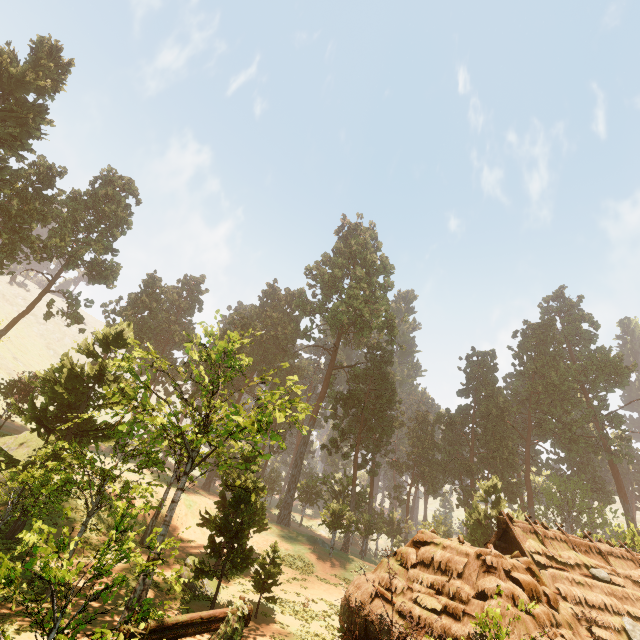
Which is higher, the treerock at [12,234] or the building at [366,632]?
the treerock at [12,234]

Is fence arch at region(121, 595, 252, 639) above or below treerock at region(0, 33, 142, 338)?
below

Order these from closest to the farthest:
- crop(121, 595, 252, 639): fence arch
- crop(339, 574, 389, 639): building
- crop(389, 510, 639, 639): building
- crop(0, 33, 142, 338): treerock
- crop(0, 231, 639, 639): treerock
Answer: crop(121, 595, 252, 639): fence arch < crop(389, 510, 639, 639): building < crop(339, 574, 389, 639): building < crop(0, 231, 639, 639): treerock < crop(0, 33, 142, 338): treerock

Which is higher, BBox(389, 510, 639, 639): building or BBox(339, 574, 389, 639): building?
BBox(389, 510, 639, 639): building

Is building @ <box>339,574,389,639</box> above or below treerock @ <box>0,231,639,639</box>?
below

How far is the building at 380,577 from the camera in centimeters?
1092cm

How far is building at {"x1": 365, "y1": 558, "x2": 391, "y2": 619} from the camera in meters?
10.9 m

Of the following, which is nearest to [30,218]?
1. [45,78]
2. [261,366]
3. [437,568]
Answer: [45,78]
